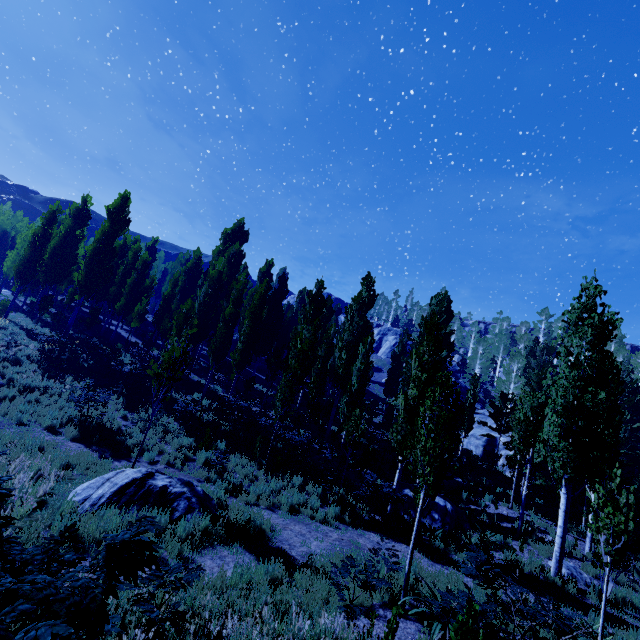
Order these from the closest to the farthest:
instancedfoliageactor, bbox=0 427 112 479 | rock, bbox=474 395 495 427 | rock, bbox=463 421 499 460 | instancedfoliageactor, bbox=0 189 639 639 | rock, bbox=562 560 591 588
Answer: instancedfoliageactor, bbox=0 189 639 639 < instancedfoliageactor, bbox=0 427 112 479 < rock, bbox=562 560 591 588 < rock, bbox=463 421 499 460 < rock, bbox=474 395 495 427

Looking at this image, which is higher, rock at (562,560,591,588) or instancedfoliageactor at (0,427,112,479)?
rock at (562,560,591,588)

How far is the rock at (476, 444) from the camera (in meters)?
29.81

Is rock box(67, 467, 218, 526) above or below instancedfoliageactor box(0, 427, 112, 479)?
above

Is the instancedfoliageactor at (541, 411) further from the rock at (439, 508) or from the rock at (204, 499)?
the rock at (204, 499)

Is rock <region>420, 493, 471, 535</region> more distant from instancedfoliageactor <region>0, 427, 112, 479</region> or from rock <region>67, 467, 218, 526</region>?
rock <region>67, 467, 218, 526</region>

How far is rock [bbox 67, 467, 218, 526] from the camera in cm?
788

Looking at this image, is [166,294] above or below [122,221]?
below
